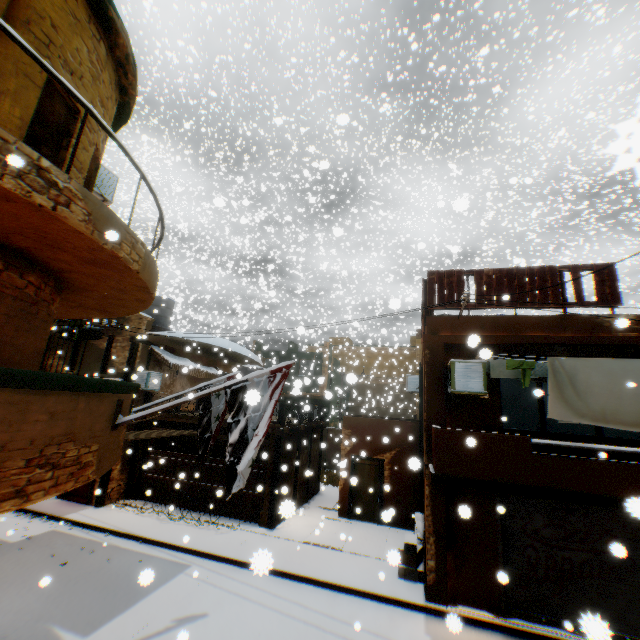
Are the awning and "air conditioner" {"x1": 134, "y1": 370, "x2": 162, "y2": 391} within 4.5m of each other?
yes

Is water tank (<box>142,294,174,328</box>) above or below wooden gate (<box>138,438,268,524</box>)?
above

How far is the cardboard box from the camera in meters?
9.1 m

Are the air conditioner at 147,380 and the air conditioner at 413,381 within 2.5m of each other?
no

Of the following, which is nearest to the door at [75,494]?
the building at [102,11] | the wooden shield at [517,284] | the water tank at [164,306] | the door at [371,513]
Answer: the building at [102,11]

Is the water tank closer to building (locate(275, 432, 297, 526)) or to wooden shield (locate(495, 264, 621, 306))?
building (locate(275, 432, 297, 526))

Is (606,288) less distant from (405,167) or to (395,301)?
(395,301)

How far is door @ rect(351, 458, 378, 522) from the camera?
13.4 meters
